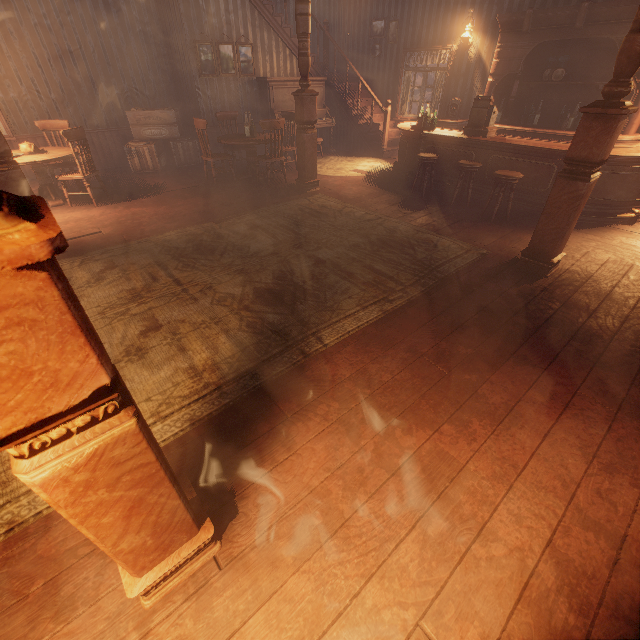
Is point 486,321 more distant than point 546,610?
Yes

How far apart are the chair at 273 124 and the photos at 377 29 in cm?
525

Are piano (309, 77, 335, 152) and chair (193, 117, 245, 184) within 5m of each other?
yes

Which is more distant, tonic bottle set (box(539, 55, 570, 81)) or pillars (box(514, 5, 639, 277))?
tonic bottle set (box(539, 55, 570, 81))

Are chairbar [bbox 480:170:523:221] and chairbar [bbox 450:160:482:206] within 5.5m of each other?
yes

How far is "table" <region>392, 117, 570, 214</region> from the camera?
5.2 meters

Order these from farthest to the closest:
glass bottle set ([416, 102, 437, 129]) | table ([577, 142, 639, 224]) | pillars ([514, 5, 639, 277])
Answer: glass bottle set ([416, 102, 437, 129]) < table ([577, 142, 639, 224]) < pillars ([514, 5, 639, 277])

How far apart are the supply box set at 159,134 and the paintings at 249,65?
0.95m
